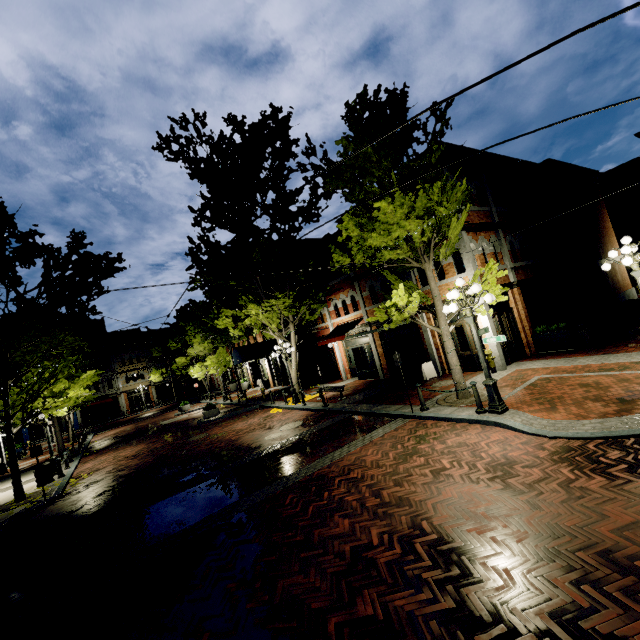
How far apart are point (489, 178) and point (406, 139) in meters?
7.6 m

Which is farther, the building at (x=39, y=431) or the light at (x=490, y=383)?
the building at (x=39, y=431)

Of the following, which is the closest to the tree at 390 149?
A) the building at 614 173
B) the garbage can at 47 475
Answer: the building at 614 173

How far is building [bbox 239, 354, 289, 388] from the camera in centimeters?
2845cm

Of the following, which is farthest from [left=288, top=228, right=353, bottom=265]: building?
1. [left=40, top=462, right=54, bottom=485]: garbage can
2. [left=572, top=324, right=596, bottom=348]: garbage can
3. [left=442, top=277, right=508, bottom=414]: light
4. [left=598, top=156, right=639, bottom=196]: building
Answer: [left=442, top=277, right=508, bottom=414]: light

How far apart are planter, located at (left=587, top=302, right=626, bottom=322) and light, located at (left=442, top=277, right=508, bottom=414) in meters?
14.4

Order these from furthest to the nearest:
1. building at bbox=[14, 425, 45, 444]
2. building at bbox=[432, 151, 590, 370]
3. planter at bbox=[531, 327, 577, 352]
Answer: building at bbox=[14, 425, 45, 444]
building at bbox=[432, 151, 590, 370]
planter at bbox=[531, 327, 577, 352]

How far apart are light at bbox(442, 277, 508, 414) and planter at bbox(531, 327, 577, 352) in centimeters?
716cm
